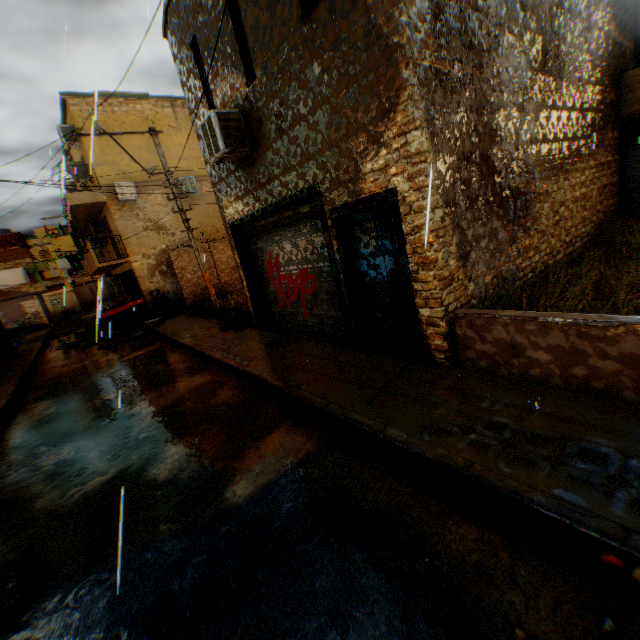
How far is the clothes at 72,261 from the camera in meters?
15.2

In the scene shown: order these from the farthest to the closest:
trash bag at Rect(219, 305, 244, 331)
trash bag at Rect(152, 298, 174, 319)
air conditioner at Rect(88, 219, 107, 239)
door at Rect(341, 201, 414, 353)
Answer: air conditioner at Rect(88, 219, 107, 239) < trash bag at Rect(152, 298, 174, 319) < trash bag at Rect(219, 305, 244, 331) < door at Rect(341, 201, 414, 353)

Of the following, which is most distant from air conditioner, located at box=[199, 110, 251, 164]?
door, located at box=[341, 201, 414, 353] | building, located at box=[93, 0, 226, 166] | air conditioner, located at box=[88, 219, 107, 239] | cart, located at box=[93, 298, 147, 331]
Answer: air conditioner, located at box=[88, 219, 107, 239]

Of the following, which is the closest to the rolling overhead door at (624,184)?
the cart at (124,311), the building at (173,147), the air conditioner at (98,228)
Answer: the building at (173,147)

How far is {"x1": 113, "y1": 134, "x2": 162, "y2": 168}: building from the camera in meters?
16.1

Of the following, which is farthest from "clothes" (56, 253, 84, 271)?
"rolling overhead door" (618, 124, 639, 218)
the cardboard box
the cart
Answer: the cart

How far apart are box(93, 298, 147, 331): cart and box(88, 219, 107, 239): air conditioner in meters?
4.9 m

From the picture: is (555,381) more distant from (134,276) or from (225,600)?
(134,276)
